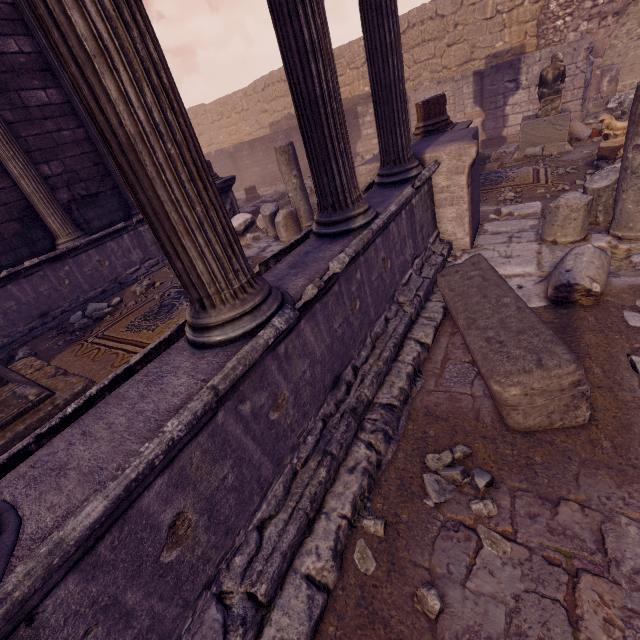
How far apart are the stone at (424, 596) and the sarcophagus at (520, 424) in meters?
1.3 m

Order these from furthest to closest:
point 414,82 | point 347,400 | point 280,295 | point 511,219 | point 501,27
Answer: point 414,82, point 501,27, point 511,219, point 347,400, point 280,295

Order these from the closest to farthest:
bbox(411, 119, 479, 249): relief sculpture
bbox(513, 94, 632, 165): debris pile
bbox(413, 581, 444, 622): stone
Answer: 1. bbox(413, 581, 444, 622): stone
2. bbox(411, 119, 479, 249): relief sculpture
3. bbox(513, 94, 632, 165): debris pile

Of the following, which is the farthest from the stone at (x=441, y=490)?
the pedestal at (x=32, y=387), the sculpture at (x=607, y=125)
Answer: the sculpture at (x=607, y=125)

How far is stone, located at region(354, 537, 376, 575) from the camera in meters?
2.0 m

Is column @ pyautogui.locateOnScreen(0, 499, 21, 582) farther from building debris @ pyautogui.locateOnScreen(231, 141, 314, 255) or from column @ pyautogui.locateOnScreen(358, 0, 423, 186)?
building debris @ pyautogui.locateOnScreen(231, 141, 314, 255)

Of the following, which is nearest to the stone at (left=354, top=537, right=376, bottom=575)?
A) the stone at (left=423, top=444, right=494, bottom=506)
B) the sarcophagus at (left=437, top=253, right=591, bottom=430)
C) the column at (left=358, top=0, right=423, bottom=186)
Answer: the stone at (left=423, top=444, right=494, bottom=506)

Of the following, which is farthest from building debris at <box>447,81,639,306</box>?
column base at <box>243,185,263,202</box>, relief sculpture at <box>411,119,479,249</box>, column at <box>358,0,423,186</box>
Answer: column base at <box>243,185,263,202</box>
